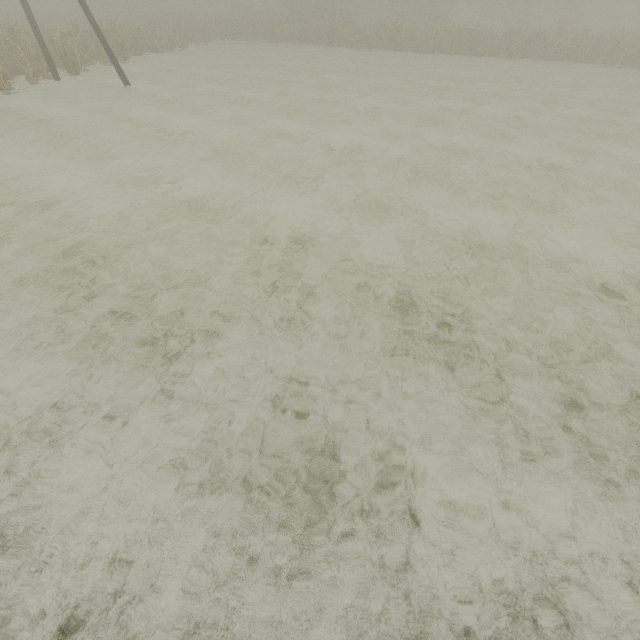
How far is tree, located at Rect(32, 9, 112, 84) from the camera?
16.7m

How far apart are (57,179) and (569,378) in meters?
11.3 m

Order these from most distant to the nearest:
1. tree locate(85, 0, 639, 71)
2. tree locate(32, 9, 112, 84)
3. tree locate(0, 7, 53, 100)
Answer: tree locate(85, 0, 639, 71) → tree locate(32, 9, 112, 84) → tree locate(0, 7, 53, 100)

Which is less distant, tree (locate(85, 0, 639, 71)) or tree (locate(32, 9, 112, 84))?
tree (locate(32, 9, 112, 84))

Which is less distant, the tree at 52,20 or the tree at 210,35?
the tree at 52,20

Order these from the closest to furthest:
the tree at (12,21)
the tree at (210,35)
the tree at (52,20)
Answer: the tree at (12,21) < the tree at (52,20) < the tree at (210,35)
